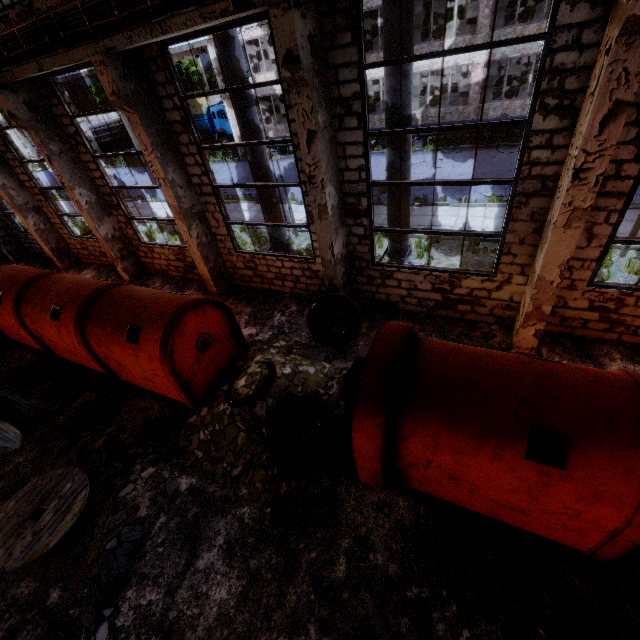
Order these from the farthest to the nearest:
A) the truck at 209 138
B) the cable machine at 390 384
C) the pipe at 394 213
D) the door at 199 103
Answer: the door at 199 103
the truck at 209 138
the pipe at 394 213
the cable machine at 390 384

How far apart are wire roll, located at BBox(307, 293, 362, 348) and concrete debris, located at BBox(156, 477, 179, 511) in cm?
431

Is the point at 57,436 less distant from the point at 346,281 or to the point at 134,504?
the point at 134,504

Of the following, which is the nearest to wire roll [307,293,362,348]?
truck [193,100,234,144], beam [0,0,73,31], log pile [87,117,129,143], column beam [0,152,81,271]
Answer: beam [0,0,73,31]

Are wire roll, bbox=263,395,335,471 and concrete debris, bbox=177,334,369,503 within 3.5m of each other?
yes

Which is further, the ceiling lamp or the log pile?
the log pile

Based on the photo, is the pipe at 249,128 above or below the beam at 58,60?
below

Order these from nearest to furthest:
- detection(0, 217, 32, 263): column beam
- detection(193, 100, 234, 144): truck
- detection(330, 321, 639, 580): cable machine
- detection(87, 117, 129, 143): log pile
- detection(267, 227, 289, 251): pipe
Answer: detection(330, 321, 639, 580): cable machine, detection(267, 227, 289, 251): pipe, detection(0, 217, 32, 263): column beam, detection(193, 100, 234, 144): truck, detection(87, 117, 129, 143): log pile
